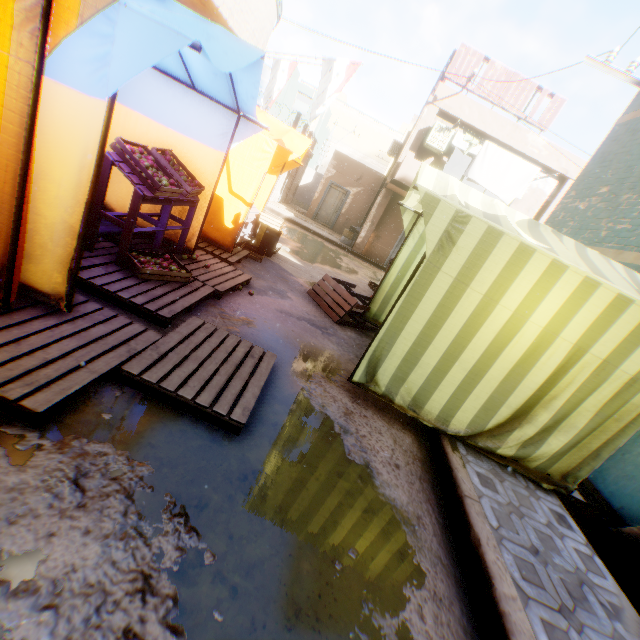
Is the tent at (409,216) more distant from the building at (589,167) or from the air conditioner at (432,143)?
the air conditioner at (432,143)

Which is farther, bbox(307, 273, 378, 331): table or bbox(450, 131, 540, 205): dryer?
bbox(450, 131, 540, 205): dryer

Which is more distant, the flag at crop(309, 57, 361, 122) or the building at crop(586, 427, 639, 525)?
the flag at crop(309, 57, 361, 122)

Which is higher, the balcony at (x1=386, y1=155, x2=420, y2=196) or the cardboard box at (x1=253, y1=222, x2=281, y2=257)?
the balcony at (x1=386, y1=155, x2=420, y2=196)

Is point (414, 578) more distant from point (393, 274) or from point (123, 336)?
point (393, 274)

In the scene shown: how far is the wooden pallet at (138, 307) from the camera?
3.21m

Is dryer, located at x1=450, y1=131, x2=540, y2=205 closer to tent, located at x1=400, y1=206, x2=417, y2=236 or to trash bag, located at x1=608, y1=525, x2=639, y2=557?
tent, located at x1=400, y1=206, x2=417, y2=236

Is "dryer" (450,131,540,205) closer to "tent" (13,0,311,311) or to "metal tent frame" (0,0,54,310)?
"tent" (13,0,311,311)
